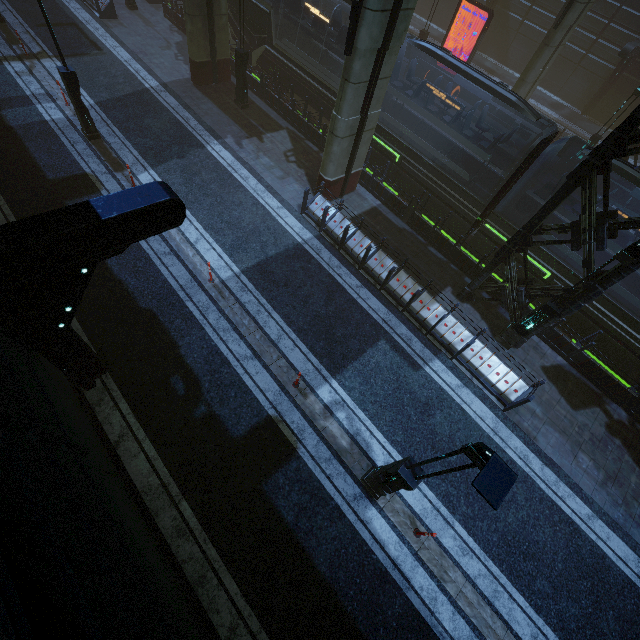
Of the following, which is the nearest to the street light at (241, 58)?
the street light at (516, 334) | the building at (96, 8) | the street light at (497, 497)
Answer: the building at (96, 8)

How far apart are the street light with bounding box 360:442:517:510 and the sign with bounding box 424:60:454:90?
25.0 meters

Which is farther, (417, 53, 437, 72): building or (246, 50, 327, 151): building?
(417, 53, 437, 72): building

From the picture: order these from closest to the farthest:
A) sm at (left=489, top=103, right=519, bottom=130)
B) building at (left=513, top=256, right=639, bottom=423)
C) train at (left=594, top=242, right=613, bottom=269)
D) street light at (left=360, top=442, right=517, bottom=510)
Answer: A: street light at (left=360, top=442, right=517, bottom=510) → building at (left=513, top=256, right=639, bottom=423) → train at (left=594, top=242, right=613, bottom=269) → sm at (left=489, top=103, right=519, bottom=130)

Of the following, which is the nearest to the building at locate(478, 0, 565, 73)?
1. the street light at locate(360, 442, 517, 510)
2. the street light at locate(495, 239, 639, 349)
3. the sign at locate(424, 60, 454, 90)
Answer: the street light at locate(495, 239, 639, 349)

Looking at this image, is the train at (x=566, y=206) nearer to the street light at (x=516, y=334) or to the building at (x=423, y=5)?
the building at (x=423, y=5)

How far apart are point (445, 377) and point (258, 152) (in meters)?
13.22

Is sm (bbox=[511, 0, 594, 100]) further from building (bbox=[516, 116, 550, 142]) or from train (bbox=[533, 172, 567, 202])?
train (bbox=[533, 172, 567, 202])
